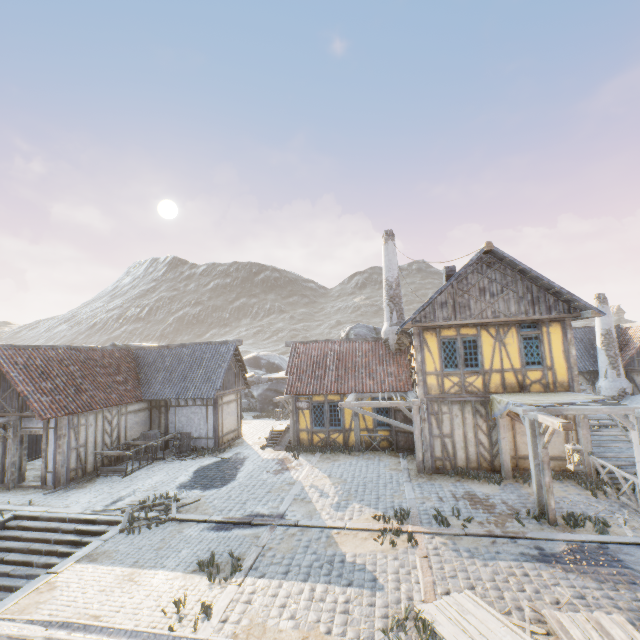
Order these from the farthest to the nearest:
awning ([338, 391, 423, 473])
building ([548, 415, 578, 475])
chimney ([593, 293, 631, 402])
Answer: chimney ([593, 293, 631, 402]) → awning ([338, 391, 423, 473]) → building ([548, 415, 578, 475])

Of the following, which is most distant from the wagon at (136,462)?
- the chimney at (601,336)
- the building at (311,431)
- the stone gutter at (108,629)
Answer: the chimney at (601,336)

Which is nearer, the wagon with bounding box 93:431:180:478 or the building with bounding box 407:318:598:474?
the building with bounding box 407:318:598:474

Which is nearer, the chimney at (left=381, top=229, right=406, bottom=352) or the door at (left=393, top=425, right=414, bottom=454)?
the door at (left=393, top=425, right=414, bottom=454)

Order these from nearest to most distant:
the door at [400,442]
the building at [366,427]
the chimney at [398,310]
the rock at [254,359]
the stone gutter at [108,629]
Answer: the stone gutter at [108,629] → the door at [400,442] → the building at [366,427] → the chimney at [398,310] → the rock at [254,359]

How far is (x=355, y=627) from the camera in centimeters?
579cm

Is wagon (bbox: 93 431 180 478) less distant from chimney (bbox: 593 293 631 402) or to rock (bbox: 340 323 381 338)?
rock (bbox: 340 323 381 338)

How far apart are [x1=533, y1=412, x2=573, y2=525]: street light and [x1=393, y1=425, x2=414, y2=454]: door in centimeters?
635cm
